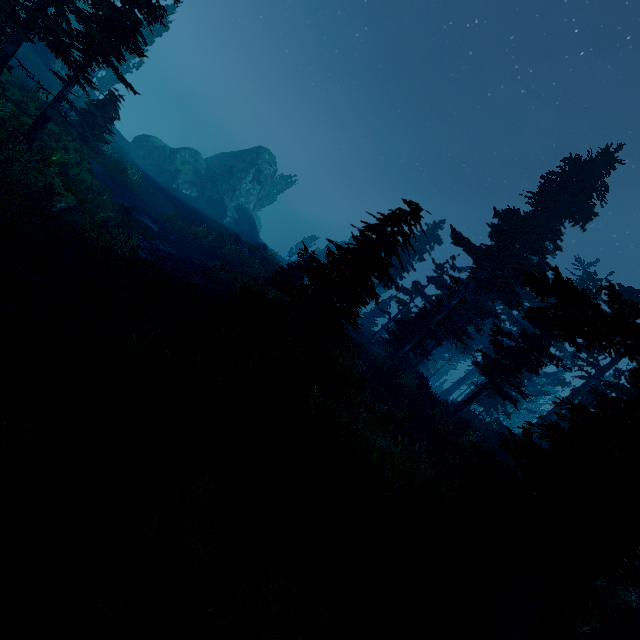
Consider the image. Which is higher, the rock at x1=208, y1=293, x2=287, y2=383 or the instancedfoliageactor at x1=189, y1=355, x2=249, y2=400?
the rock at x1=208, y1=293, x2=287, y2=383

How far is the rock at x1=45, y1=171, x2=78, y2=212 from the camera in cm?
1402

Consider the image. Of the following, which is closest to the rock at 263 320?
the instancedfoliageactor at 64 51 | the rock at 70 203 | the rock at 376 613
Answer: the instancedfoliageactor at 64 51

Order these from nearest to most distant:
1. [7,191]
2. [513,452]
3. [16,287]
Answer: [513,452], [16,287], [7,191]

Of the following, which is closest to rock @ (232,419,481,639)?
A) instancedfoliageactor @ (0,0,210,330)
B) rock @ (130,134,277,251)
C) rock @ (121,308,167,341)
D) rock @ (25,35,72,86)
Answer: instancedfoliageactor @ (0,0,210,330)

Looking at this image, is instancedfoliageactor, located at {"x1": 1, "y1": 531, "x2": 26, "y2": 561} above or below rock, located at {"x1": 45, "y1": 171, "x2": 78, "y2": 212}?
below

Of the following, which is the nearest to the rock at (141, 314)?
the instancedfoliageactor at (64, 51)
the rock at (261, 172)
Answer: the instancedfoliageactor at (64, 51)

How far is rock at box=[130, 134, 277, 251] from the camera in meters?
45.0
